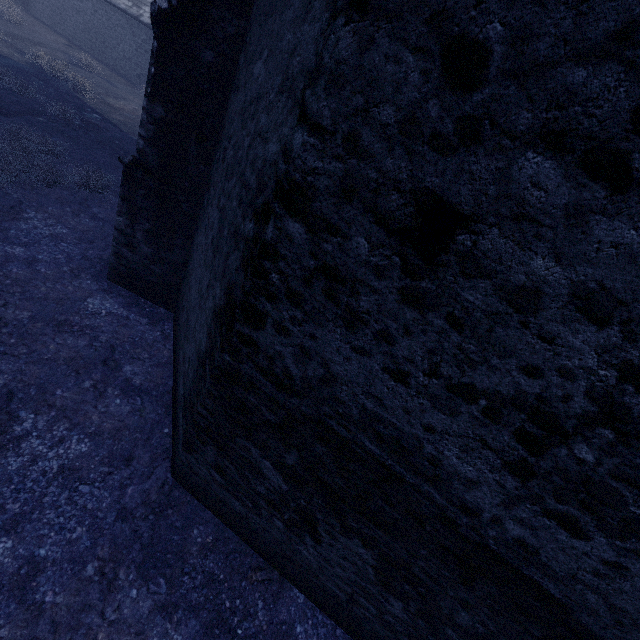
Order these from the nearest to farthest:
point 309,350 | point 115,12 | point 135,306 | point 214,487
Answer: point 309,350
point 214,487
point 135,306
point 115,12
